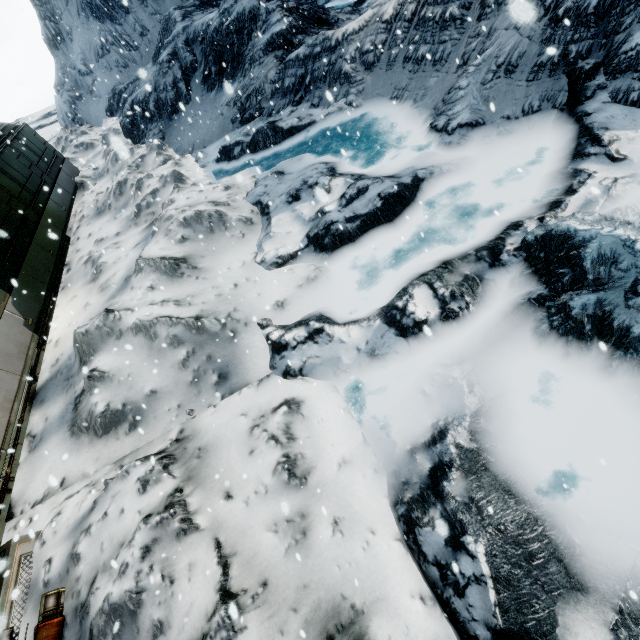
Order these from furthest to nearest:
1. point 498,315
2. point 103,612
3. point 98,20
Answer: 1. point 98,20
2. point 498,315
3. point 103,612
